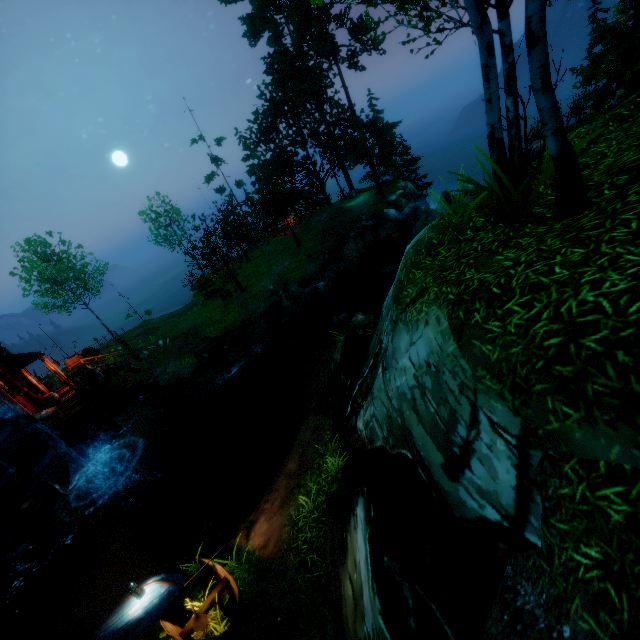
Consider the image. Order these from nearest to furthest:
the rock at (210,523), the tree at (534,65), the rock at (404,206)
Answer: the tree at (534,65)
the rock at (210,523)
the rock at (404,206)

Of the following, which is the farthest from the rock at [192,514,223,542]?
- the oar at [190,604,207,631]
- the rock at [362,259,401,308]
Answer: the rock at [362,259,401,308]

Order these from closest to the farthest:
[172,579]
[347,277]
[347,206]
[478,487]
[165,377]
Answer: [478,487] < [172,579] < [165,377] < [347,277] < [347,206]

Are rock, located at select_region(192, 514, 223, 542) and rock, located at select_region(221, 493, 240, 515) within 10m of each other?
yes

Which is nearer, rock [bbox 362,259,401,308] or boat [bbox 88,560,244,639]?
boat [bbox 88,560,244,639]

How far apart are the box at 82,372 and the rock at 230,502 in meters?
12.8

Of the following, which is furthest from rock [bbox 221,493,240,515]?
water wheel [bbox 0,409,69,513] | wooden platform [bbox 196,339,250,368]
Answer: water wheel [bbox 0,409,69,513]

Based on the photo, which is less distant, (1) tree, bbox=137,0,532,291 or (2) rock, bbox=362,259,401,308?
(1) tree, bbox=137,0,532,291
